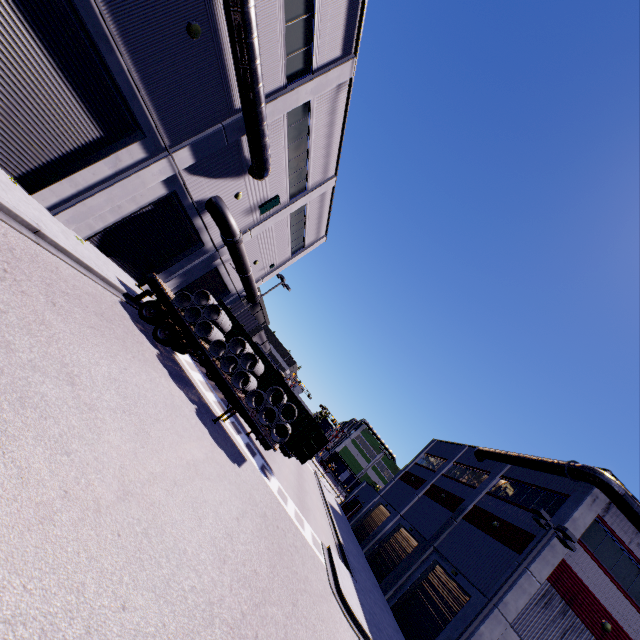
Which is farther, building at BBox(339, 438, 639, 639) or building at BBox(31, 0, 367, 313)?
building at BBox(339, 438, 639, 639)

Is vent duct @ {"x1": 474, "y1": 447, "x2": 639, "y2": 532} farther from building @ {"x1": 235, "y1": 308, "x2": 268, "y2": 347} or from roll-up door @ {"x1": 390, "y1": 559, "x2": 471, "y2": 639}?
roll-up door @ {"x1": 390, "y1": 559, "x2": 471, "y2": 639}

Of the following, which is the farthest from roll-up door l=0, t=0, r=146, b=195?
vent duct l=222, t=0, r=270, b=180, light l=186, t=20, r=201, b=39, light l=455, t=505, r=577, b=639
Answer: light l=186, t=20, r=201, b=39

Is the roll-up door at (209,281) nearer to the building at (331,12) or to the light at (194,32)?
the building at (331,12)

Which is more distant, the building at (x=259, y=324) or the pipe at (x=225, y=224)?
the building at (x=259, y=324)

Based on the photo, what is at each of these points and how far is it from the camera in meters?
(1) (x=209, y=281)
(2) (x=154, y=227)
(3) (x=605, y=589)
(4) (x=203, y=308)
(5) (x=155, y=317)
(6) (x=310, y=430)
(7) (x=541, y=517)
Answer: (1) roll-up door, 24.1 m
(2) roll-up door, 16.2 m
(3) building, 17.0 m
(4) concrete pipe stack, 15.1 m
(5) semi trailer, 14.4 m
(6) cargo container, 18.3 m
(7) light, 17.2 m

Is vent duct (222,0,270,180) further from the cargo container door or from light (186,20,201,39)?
the cargo container door

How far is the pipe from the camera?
16.9 meters
